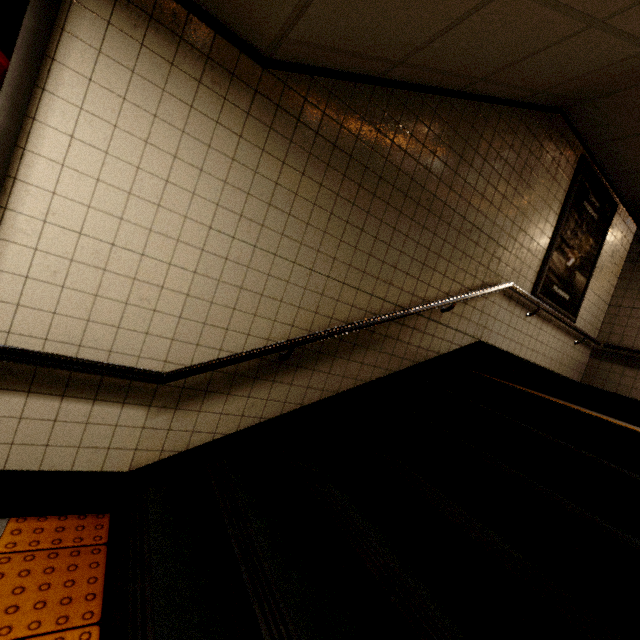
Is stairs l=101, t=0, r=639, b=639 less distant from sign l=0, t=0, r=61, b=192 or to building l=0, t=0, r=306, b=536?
building l=0, t=0, r=306, b=536

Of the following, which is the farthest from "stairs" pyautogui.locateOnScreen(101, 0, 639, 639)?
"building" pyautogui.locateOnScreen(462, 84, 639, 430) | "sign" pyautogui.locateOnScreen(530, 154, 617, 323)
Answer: "sign" pyautogui.locateOnScreen(530, 154, 617, 323)

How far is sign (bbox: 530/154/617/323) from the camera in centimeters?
382cm

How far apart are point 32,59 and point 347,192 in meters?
1.8

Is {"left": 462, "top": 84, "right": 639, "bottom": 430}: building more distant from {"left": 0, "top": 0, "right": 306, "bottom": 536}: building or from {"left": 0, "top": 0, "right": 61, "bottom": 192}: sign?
{"left": 0, "top": 0, "right": 61, "bottom": 192}: sign

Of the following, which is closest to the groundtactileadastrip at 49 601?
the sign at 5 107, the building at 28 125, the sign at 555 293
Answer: A: the building at 28 125

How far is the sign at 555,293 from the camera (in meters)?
3.82
